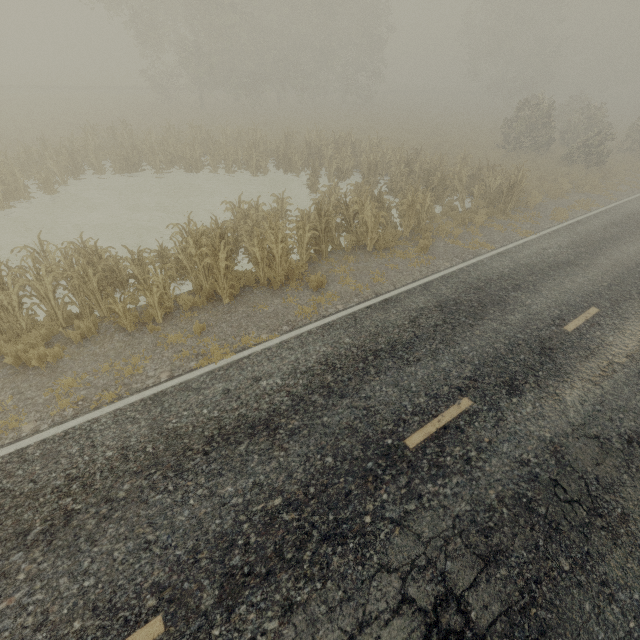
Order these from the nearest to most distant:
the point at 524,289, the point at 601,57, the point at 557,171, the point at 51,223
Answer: the point at 524,289
the point at 51,223
the point at 557,171
the point at 601,57
